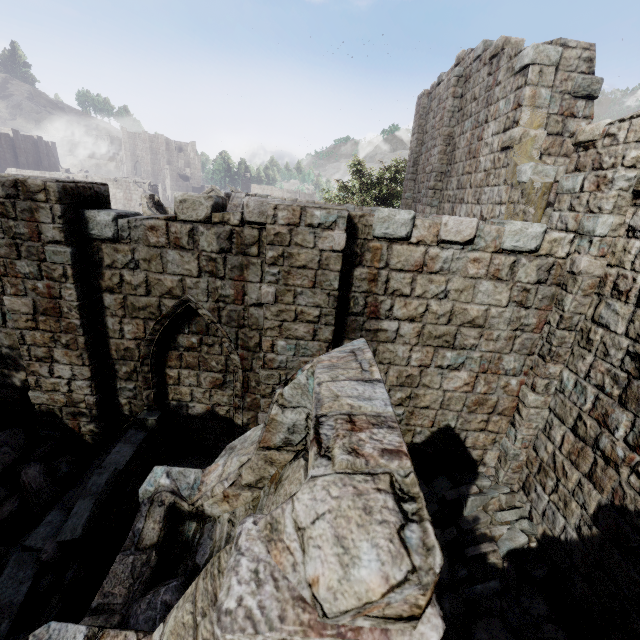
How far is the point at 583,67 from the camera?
8.14m

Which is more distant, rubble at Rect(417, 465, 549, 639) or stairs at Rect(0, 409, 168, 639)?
rubble at Rect(417, 465, 549, 639)

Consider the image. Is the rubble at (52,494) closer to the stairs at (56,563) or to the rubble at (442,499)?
the stairs at (56,563)

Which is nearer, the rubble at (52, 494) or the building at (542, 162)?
the building at (542, 162)

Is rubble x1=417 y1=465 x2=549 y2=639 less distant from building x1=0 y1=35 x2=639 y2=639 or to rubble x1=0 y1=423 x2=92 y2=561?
building x1=0 y1=35 x2=639 y2=639

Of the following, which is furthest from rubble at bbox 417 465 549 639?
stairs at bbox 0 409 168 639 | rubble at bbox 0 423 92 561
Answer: rubble at bbox 0 423 92 561

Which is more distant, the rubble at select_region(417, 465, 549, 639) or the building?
the rubble at select_region(417, 465, 549, 639)
